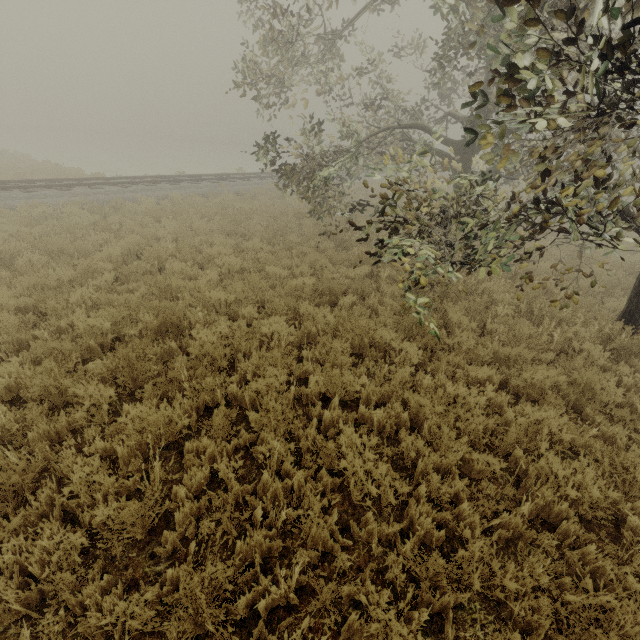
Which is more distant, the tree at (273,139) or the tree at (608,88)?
the tree at (273,139)

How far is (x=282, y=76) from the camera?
10.47m

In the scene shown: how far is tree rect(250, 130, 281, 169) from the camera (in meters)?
8.55

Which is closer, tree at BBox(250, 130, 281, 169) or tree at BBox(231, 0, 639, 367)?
tree at BBox(231, 0, 639, 367)

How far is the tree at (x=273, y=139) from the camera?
8.55m
